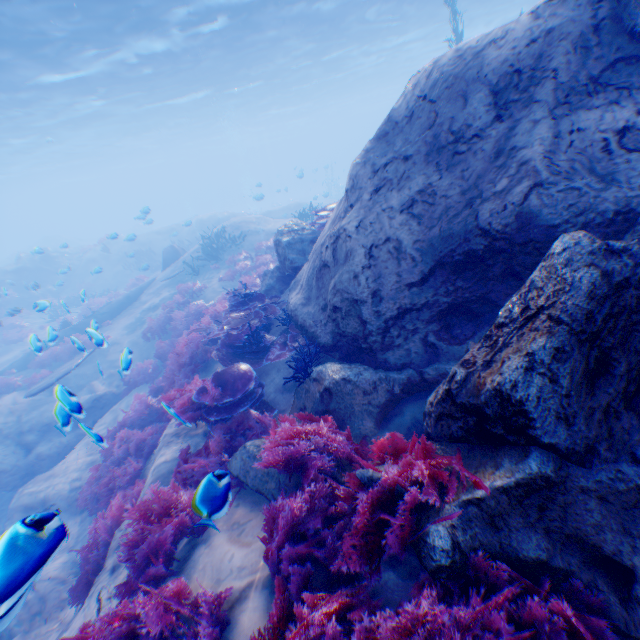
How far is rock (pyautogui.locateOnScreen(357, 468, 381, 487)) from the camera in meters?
3.1

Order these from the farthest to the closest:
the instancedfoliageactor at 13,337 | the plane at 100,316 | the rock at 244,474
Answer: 1. the instancedfoliageactor at 13,337
2. the plane at 100,316
3. the rock at 244,474

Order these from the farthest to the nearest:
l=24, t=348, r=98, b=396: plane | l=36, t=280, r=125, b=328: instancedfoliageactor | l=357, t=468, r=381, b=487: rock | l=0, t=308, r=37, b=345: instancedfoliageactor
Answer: l=0, t=308, r=37, b=345: instancedfoliageactor
l=24, t=348, r=98, b=396: plane
l=36, t=280, r=125, b=328: instancedfoliageactor
l=357, t=468, r=381, b=487: rock

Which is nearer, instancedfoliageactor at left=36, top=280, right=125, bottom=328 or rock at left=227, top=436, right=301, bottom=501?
rock at left=227, top=436, right=301, bottom=501

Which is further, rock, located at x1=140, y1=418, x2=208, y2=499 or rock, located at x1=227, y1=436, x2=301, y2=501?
rock, located at x1=140, y1=418, x2=208, y2=499

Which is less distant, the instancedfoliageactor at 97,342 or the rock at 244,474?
the rock at 244,474

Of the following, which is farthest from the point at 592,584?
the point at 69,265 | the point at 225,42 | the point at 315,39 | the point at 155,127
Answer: the point at 155,127
